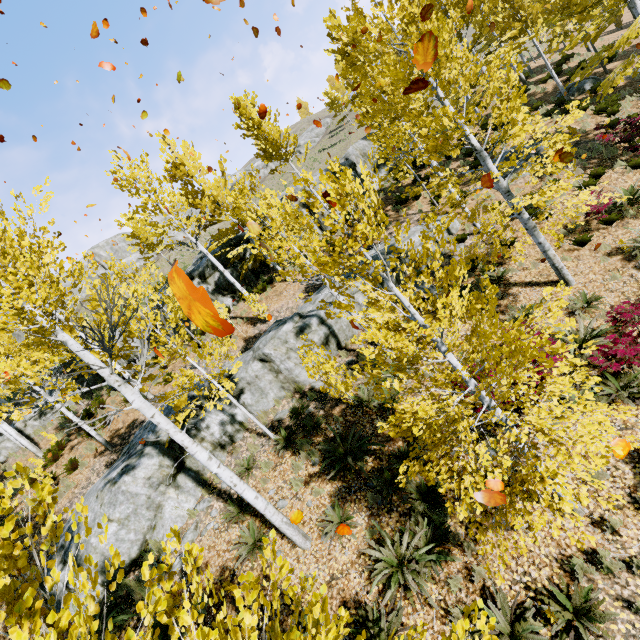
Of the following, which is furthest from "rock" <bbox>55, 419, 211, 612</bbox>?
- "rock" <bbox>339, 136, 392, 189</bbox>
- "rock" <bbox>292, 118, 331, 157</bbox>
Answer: "rock" <bbox>292, 118, 331, 157</bbox>

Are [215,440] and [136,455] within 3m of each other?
yes

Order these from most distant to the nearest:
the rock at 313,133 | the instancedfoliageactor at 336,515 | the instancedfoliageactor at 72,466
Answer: the rock at 313,133
the instancedfoliageactor at 72,466
the instancedfoliageactor at 336,515

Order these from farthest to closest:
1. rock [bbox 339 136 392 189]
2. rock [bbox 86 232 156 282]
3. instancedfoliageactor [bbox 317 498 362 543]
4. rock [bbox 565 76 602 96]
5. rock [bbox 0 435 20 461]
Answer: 1. rock [bbox 86 232 156 282]
2. rock [bbox 339 136 392 189]
3. rock [bbox 565 76 602 96]
4. rock [bbox 0 435 20 461]
5. instancedfoliageactor [bbox 317 498 362 543]

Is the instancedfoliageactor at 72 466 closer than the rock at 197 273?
Yes

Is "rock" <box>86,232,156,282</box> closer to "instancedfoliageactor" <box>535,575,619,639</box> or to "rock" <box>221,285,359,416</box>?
"instancedfoliageactor" <box>535,575,619,639</box>

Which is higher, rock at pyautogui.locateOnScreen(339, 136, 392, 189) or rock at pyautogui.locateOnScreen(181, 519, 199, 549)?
rock at pyautogui.locateOnScreen(339, 136, 392, 189)

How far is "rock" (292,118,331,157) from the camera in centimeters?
5512cm
